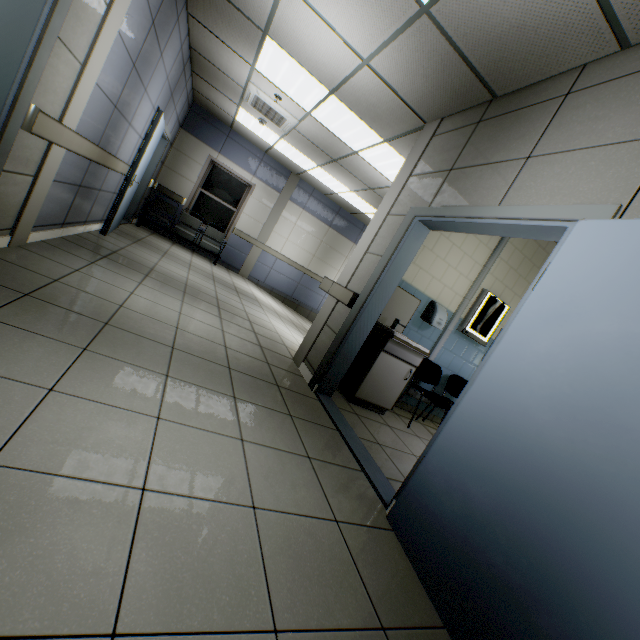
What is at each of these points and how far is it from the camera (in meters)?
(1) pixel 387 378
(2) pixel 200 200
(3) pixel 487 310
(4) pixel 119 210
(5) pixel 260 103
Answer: (1) cabinet, 3.79
(2) window, 8.68
(3) negatoscope, 4.64
(4) door, 5.00
(5) air conditioning vent, 5.66

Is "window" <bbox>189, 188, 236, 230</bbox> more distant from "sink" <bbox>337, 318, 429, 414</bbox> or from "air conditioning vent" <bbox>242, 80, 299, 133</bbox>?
"sink" <bbox>337, 318, 429, 414</bbox>

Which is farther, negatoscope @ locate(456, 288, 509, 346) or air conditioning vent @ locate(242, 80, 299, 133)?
air conditioning vent @ locate(242, 80, 299, 133)

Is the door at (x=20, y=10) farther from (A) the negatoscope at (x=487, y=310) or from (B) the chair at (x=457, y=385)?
(A) the negatoscope at (x=487, y=310)

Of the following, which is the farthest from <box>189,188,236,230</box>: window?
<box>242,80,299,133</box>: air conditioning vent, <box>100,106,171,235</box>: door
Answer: <box>242,80,299,133</box>: air conditioning vent

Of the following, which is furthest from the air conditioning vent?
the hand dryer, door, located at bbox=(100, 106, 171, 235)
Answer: the hand dryer

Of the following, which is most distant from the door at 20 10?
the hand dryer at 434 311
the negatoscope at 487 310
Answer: the negatoscope at 487 310

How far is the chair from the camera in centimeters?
408cm
